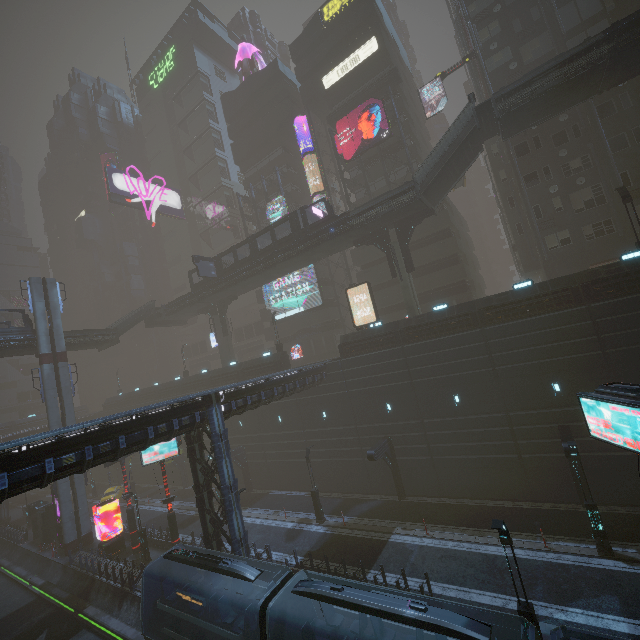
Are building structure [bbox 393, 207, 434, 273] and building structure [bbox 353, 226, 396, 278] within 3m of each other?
yes

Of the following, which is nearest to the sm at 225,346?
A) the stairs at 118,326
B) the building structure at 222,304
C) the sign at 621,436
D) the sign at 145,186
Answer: the building structure at 222,304

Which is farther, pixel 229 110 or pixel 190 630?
pixel 229 110

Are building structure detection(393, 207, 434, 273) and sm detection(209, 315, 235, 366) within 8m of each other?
no

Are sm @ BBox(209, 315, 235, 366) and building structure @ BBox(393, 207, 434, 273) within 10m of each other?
no

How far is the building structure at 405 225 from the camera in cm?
2819

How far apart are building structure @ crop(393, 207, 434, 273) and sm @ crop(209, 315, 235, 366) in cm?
2572

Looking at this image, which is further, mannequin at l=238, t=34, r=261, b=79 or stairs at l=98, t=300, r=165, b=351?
mannequin at l=238, t=34, r=261, b=79
